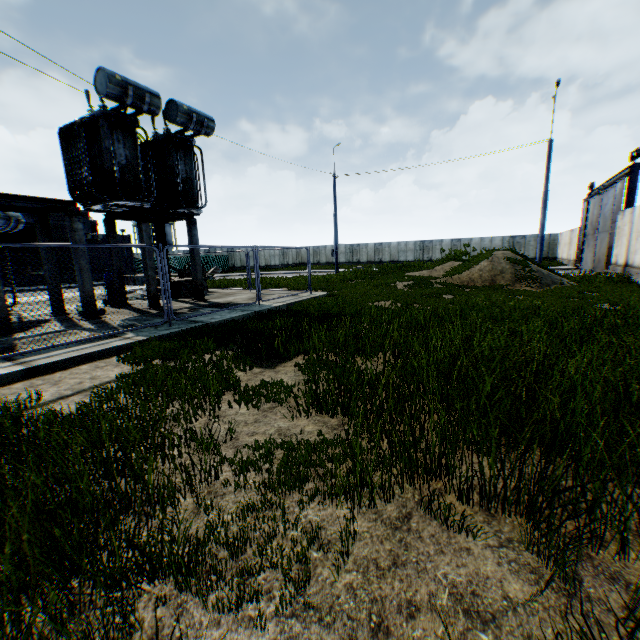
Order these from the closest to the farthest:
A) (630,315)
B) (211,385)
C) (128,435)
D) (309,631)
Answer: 1. (309,631)
2. (128,435)
3. (211,385)
4. (630,315)

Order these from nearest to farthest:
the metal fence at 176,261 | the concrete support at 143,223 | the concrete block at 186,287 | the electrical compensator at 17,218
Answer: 1. the electrical compensator at 17,218
2. the concrete support at 143,223
3. the concrete block at 186,287
4. the metal fence at 176,261

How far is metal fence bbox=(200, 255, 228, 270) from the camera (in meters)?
43.99

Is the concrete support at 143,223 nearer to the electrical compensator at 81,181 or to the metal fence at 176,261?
the electrical compensator at 81,181

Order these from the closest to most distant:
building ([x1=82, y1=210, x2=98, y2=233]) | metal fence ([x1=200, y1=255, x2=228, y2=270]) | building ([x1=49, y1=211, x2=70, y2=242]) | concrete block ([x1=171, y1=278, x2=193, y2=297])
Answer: concrete block ([x1=171, y1=278, x2=193, y2=297]), building ([x1=49, y1=211, x2=70, y2=242]), building ([x1=82, y1=210, x2=98, y2=233]), metal fence ([x1=200, y1=255, x2=228, y2=270])

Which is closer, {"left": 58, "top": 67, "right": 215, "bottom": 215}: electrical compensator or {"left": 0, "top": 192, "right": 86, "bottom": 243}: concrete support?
{"left": 0, "top": 192, "right": 86, "bottom": 243}: concrete support

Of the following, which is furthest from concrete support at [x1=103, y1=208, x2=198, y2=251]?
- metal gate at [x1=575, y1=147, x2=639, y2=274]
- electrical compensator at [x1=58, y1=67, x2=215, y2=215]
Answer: metal gate at [x1=575, y1=147, x2=639, y2=274]

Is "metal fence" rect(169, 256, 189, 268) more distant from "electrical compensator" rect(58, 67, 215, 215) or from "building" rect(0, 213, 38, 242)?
"building" rect(0, 213, 38, 242)
